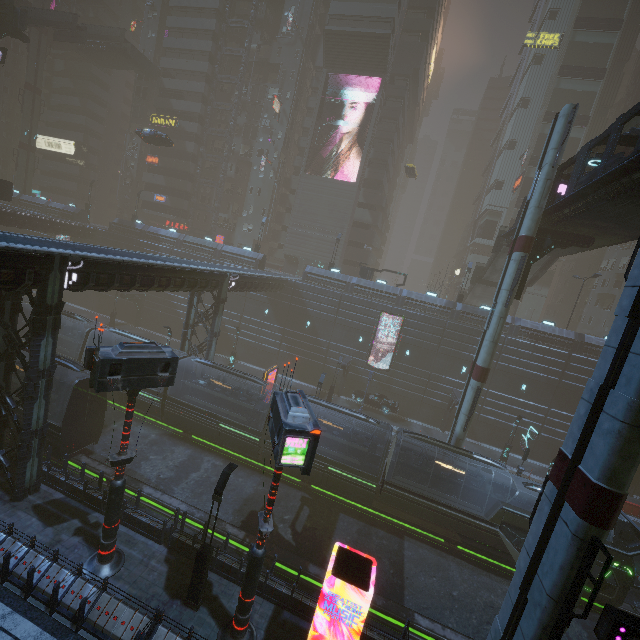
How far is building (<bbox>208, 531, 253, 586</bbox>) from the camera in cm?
1374

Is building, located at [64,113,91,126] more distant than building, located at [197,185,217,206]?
Yes

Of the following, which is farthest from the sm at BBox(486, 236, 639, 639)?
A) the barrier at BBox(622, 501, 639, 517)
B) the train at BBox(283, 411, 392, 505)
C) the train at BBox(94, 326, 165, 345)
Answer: the barrier at BBox(622, 501, 639, 517)

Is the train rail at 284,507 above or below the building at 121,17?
below

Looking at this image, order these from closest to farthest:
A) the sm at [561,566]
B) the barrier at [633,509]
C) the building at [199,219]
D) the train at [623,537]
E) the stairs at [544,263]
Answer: the sm at [561,566]
the train at [623,537]
the barrier at [633,509]
the stairs at [544,263]
the building at [199,219]

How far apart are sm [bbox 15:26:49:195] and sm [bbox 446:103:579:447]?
71.83m

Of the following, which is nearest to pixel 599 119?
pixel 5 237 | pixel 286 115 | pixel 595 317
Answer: pixel 595 317

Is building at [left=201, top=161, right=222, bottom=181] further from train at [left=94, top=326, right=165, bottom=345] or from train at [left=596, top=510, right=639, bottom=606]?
train at [left=596, top=510, right=639, bottom=606]
